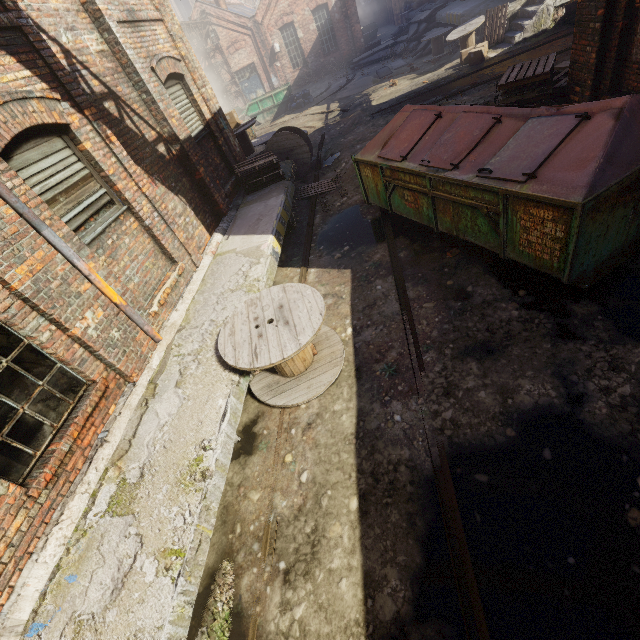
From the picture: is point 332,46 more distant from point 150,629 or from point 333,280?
point 150,629

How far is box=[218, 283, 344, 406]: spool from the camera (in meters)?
3.93

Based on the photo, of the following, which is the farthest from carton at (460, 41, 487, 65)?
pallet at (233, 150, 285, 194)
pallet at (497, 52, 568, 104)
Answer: pallet at (233, 150, 285, 194)

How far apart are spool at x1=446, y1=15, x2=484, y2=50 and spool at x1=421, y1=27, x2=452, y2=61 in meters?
2.2

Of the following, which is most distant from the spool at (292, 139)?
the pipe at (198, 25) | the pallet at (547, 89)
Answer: the pallet at (547, 89)

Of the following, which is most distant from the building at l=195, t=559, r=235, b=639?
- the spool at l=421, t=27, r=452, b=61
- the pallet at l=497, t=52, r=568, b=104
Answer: the spool at l=421, t=27, r=452, b=61

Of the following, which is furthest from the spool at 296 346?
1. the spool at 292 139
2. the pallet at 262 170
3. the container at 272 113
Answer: the container at 272 113

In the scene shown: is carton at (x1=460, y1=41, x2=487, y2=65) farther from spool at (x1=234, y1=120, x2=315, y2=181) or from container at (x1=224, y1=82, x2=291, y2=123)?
container at (x1=224, y1=82, x2=291, y2=123)
